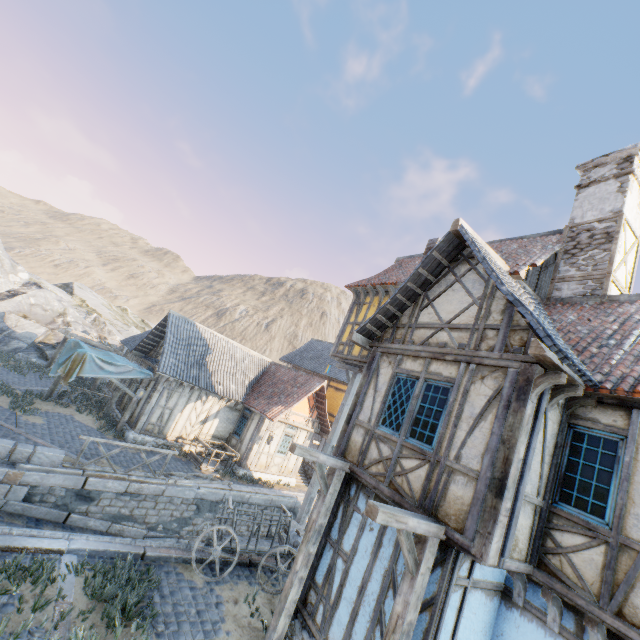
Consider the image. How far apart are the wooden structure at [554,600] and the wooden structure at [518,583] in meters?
0.4

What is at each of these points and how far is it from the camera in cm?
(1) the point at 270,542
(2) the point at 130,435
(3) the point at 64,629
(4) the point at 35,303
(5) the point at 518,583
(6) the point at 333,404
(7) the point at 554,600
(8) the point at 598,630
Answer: (1) wagon, 965
(2) stone foundation, 1488
(3) stone blocks, 539
(4) rock, 2423
(5) wooden structure, 528
(6) building, 2178
(7) wooden structure, 475
(8) wooden structure, 432

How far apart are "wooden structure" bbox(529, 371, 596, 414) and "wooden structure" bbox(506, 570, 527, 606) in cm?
265

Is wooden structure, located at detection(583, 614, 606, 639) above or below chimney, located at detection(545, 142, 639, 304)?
below

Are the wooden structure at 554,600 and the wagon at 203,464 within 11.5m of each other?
no

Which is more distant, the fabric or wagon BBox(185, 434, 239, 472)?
wagon BBox(185, 434, 239, 472)

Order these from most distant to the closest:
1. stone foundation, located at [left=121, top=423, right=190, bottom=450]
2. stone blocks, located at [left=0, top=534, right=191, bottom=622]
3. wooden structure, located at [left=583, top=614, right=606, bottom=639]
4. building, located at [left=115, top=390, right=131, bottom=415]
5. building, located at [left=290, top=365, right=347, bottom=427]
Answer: building, located at [left=290, top=365, right=347, bottom=427]
building, located at [left=115, top=390, right=131, bottom=415]
stone foundation, located at [left=121, top=423, right=190, bottom=450]
stone blocks, located at [left=0, top=534, right=191, bottom=622]
wooden structure, located at [left=583, top=614, right=606, bottom=639]

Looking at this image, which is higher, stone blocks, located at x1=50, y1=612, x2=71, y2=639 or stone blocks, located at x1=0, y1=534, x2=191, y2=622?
stone blocks, located at x1=0, y1=534, x2=191, y2=622
